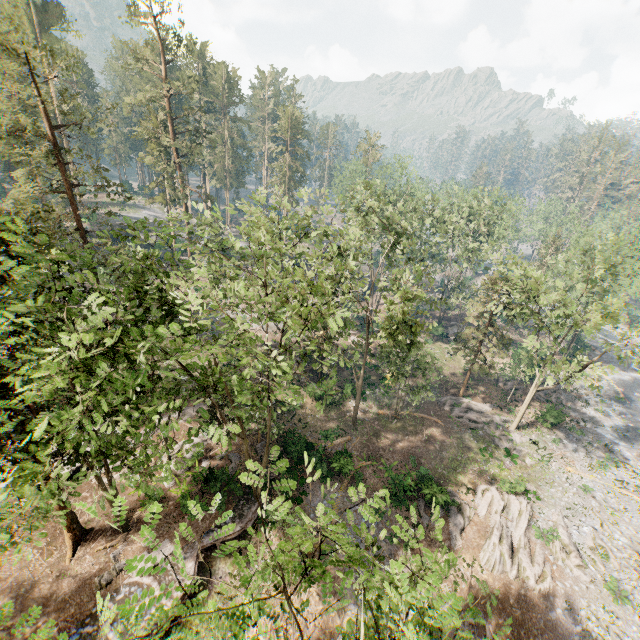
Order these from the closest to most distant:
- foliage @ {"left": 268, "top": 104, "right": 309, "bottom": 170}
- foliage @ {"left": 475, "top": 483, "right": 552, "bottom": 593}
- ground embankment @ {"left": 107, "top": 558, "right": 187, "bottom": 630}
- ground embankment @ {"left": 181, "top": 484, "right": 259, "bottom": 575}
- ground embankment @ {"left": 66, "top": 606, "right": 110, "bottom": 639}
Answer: ground embankment @ {"left": 66, "top": 606, "right": 110, "bottom": 639}
ground embankment @ {"left": 107, "top": 558, "right": 187, "bottom": 630}
ground embankment @ {"left": 181, "top": 484, "right": 259, "bottom": 575}
foliage @ {"left": 475, "top": 483, "right": 552, "bottom": 593}
foliage @ {"left": 268, "top": 104, "right": 309, "bottom": 170}

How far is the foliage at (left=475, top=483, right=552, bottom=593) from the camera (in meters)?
21.00

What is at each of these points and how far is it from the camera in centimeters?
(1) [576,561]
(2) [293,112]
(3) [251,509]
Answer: (1) foliage, 2162cm
(2) foliage, 5625cm
(3) ground embankment, 2216cm

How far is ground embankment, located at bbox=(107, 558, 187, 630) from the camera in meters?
17.0

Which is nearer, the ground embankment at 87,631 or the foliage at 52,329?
the foliage at 52,329
